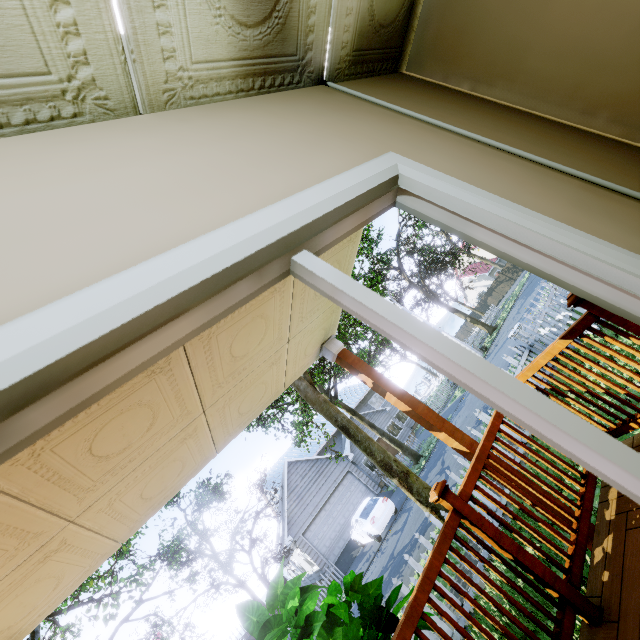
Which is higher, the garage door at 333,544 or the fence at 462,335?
the fence at 462,335

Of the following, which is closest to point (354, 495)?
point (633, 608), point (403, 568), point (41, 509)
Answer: point (403, 568)

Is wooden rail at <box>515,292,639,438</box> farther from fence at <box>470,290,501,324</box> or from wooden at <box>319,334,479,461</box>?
fence at <box>470,290,501,324</box>

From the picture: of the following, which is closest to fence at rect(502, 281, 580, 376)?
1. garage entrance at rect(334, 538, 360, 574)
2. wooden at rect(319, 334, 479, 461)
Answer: garage entrance at rect(334, 538, 360, 574)

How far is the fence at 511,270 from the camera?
41.3m

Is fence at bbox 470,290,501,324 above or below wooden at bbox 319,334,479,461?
below

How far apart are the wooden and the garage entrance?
18.2 meters

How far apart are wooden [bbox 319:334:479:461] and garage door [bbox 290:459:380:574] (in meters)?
19.71
